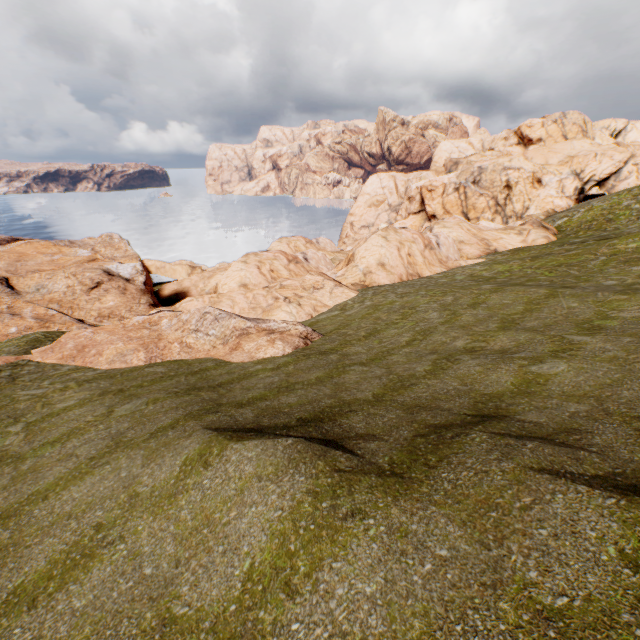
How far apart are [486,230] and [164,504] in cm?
5681

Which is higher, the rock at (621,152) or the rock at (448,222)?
the rock at (621,152)

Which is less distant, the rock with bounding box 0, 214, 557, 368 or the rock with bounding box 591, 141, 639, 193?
the rock with bounding box 0, 214, 557, 368

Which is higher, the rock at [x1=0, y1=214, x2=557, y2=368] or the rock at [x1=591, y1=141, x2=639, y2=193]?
the rock at [x1=591, y1=141, x2=639, y2=193]

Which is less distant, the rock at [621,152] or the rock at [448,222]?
the rock at [448,222]
